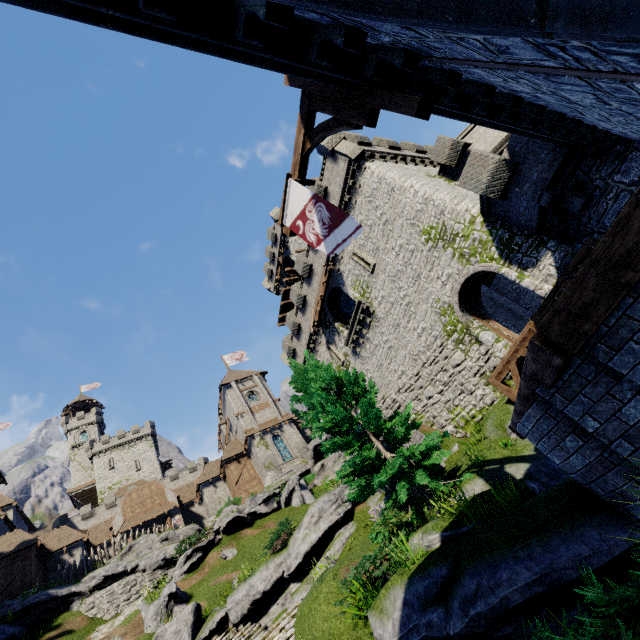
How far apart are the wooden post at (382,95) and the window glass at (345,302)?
17.5m

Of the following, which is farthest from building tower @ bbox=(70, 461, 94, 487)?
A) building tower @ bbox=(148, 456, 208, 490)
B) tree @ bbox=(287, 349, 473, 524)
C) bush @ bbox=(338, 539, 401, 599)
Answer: bush @ bbox=(338, 539, 401, 599)

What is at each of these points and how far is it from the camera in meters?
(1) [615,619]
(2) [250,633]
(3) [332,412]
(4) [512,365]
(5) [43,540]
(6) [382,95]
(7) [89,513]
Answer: (1) bush, 2.7
(2) stairs, 13.4
(3) tree, 11.5
(4) wooden support, 12.0
(5) building, 33.1
(6) wooden post, 5.1
(7) building tower, 46.8

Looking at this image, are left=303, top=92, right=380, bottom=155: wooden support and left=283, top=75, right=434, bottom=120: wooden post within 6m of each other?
yes

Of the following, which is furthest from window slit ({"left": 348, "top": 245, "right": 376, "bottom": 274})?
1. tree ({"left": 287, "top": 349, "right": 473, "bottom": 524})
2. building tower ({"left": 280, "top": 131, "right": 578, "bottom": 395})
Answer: tree ({"left": 287, "top": 349, "right": 473, "bottom": 524})

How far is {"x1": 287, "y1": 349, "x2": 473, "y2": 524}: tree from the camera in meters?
10.0

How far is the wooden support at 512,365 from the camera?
11.4 meters

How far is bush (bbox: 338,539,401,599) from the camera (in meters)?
8.18
